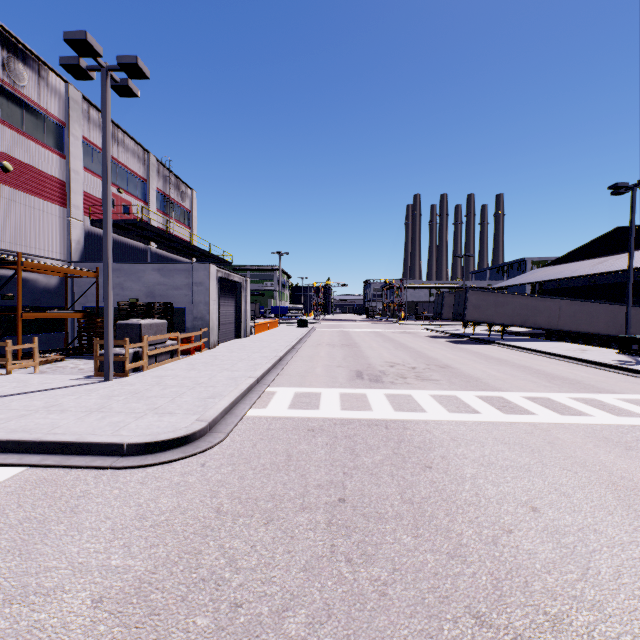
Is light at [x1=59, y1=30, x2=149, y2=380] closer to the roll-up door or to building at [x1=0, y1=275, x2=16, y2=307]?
the roll-up door

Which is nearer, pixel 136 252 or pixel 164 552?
pixel 164 552

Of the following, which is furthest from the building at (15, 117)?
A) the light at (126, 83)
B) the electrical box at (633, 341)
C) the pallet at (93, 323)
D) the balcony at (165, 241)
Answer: the light at (126, 83)

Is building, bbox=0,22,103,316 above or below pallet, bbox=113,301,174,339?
above

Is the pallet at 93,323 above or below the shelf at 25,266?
below

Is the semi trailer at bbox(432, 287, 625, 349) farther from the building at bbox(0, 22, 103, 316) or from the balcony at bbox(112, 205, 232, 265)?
the balcony at bbox(112, 205, 232, 265)

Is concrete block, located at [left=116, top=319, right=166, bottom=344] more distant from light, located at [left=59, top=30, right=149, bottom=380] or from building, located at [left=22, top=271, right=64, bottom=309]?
building, located at [left=22, top=271, right=64, bottom=309]

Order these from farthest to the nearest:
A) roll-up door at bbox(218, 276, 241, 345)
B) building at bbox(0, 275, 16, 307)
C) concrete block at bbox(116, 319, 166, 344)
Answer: roll-up door at bbox(218, 276, 241, 345)
building at bbox(0, 275, 16, 307)
concrete block at bbox(116, 319, 166, 344)
